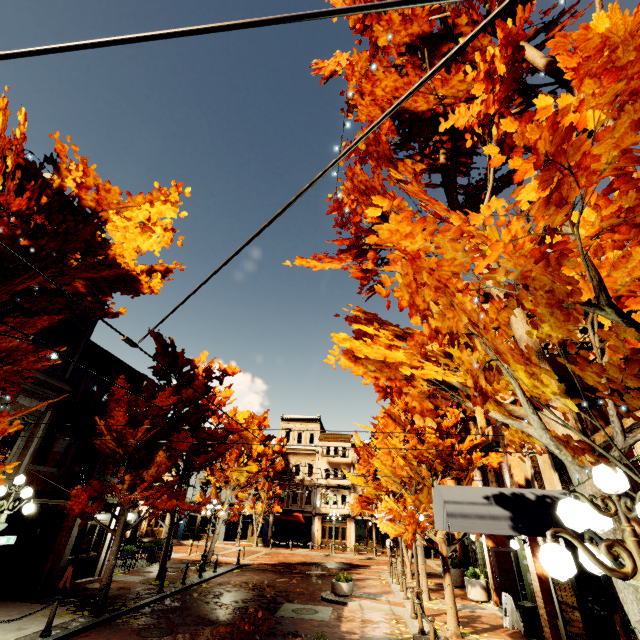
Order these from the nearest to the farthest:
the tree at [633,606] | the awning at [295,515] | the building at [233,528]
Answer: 1. the tree at [633,606]
2. the awning at [295,515]
3. the building at [233,528]

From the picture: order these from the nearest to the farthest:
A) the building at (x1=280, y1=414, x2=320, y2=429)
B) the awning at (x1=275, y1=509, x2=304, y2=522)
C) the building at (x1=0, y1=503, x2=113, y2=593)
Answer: the building at (x1=0, y1=503, x2=113, y2=593) < the awning at (x1=275, y1=509, x2=304, y2=522) < the building at (x1=280, y1=414, x2=320, y2=429)

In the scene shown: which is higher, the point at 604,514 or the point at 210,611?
the point at 604,514

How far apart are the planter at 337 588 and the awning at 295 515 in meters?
21.7 m

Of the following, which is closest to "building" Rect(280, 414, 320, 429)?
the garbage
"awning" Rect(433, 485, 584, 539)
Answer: the garbage

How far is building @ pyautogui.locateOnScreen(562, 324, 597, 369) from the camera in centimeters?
971cm

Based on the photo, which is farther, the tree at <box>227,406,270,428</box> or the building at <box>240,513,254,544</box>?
the building at <box>240,513,254,544</box>

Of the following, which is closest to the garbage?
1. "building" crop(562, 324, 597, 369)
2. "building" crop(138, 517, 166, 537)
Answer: "building" crop(562, 324, 597, 369)
